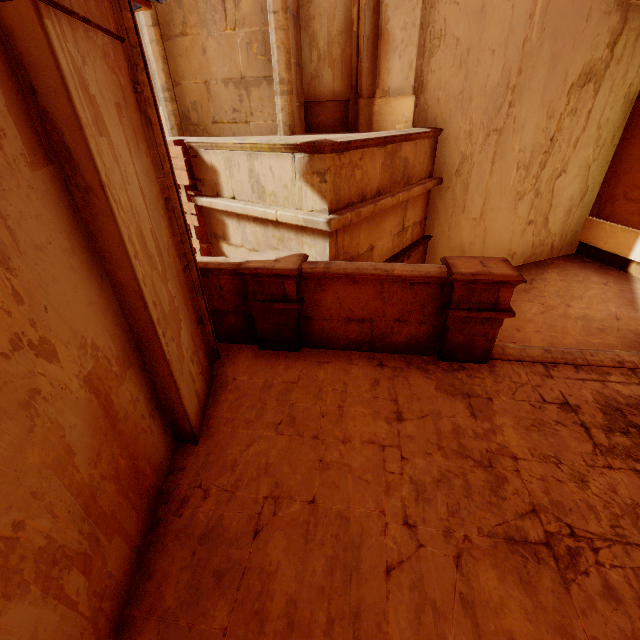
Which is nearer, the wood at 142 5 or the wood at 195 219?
the wood at 142 5

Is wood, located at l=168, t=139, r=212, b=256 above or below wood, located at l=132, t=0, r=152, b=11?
below

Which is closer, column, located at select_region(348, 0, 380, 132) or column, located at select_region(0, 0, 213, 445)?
column, located at select_region(0, 0, 213, 445)

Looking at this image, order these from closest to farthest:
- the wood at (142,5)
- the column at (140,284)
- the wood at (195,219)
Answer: the column at (140,284) < the wood at (142,5) < the wood at (195,219)

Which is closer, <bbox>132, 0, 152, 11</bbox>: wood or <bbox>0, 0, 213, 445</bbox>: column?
<bbox>0, 0, 213, 445</bbox>: column

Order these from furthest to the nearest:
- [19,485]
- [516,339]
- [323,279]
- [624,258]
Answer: [624,258], [516,339], [323,279], [19,485]

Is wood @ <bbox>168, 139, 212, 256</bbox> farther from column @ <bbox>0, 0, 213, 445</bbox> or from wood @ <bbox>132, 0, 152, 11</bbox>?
column @ <bbox>0, 0, 213, 445</bbox>

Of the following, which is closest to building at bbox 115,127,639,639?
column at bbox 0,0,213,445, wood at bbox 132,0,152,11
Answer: column at bbox 0,0,213,445
